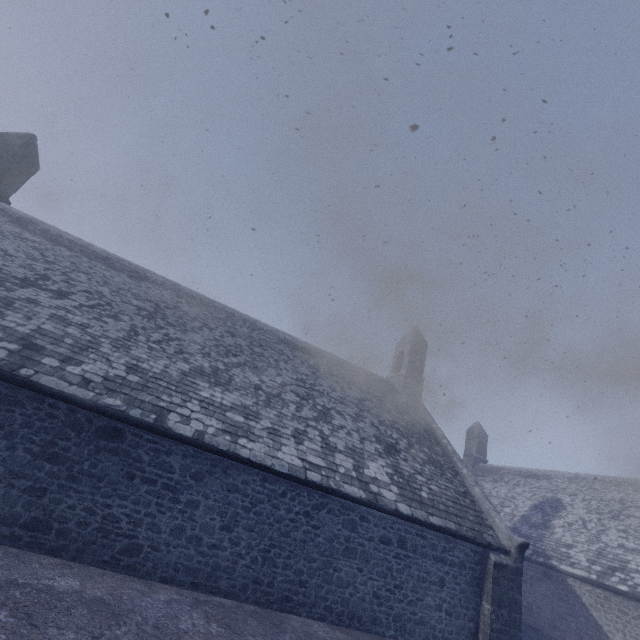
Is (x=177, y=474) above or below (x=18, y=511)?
above
